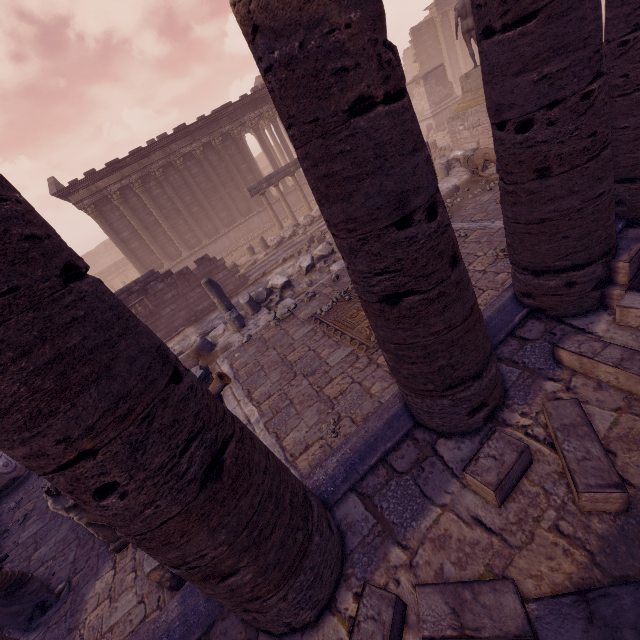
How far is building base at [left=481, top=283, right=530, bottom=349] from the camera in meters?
4.2 m

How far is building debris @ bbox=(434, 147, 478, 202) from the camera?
11.72m

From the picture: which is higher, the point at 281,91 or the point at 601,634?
the point at 281,91

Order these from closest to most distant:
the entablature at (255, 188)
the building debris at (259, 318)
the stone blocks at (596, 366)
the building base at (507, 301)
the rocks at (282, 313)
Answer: the stone blocks at (596, 366)
the building base at (507, 301)
the rocks at (282, 313)
the building debris at (259, 318)
the entablature at (255, 188)

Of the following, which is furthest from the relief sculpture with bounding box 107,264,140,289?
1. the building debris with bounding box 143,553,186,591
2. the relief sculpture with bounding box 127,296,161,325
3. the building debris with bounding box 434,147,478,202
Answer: the building debris with bounding box 143,553,186,591

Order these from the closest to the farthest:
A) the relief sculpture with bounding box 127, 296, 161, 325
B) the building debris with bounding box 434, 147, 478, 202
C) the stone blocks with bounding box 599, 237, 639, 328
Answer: the stone blocks with bounding box 599, 237, 639, 328 → the building debris with bounding box 434, 147, 478, 202 → the relief sculpture with bounding box 127, 296, 161, 325

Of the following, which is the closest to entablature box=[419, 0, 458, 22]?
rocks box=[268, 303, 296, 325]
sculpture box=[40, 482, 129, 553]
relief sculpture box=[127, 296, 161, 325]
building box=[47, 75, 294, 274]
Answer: building box=[47, 75, 294, 274]

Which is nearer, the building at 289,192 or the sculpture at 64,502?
the sculpture at 64,502
